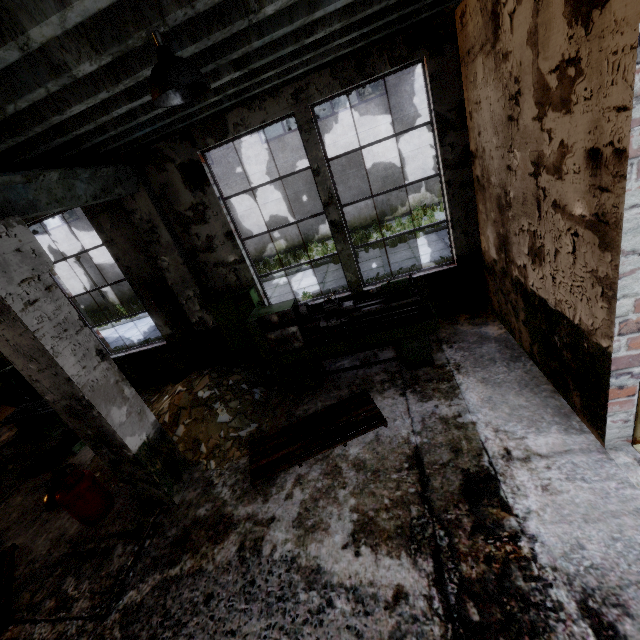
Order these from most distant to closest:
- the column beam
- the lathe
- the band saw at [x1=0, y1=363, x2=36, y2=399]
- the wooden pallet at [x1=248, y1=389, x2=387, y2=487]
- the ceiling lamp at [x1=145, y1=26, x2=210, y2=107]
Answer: the band saw at [x1=0, y1=363, x2=36, y2=399], the lathe, the wooden pallet at [x1=248, y1=389, x2=387, y2=487], the column beam, the ceiling lamp at [x1=145, y1=26, x2=210, y2=107]

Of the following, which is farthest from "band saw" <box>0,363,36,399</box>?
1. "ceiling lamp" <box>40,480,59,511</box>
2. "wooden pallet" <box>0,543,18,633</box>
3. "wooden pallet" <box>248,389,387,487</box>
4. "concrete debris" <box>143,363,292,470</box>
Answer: "wooden pallet" <box>248,389,387,487</box>

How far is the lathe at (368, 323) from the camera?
4.9m

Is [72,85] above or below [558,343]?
above

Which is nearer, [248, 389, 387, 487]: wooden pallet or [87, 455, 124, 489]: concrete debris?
[248, 389, 387, 487]: wooden pallet

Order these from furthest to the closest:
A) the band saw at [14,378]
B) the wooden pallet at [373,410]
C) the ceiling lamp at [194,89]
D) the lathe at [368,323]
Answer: the band saw at [14,378] → the lathe at [368,323] → the wooden pallet at [373,410] → the ceiling lamp at [194,89]

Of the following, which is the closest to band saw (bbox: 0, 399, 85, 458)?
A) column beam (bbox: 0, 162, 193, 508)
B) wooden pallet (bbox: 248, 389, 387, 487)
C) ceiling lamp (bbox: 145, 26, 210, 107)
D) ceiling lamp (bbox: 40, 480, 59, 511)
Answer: ceiling lamp (bbox: 40, 480, 59, 511)

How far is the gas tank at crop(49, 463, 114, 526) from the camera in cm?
434
